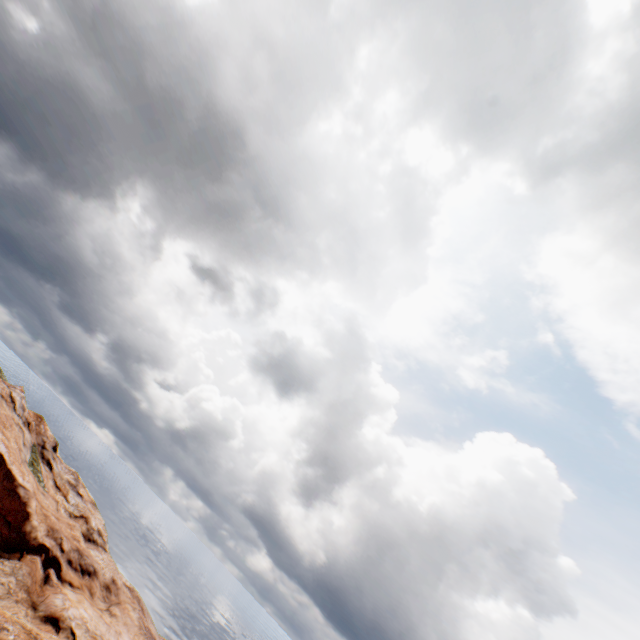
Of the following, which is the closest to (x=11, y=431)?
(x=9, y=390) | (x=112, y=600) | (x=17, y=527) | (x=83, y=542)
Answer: (x=9, y=390)
